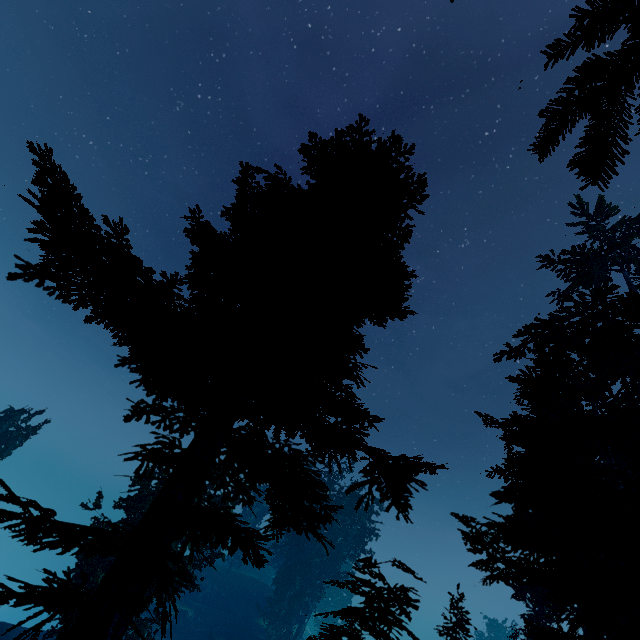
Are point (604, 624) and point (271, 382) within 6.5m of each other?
no

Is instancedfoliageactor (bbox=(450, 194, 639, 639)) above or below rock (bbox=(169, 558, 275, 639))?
above

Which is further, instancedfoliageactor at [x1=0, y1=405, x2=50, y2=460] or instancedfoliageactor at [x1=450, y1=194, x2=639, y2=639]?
instancedfoliageactor at [x1=0, y1=405, x2=50, y2=460]

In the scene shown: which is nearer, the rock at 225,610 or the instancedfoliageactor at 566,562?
the instancedfoliageactor at 566,562
